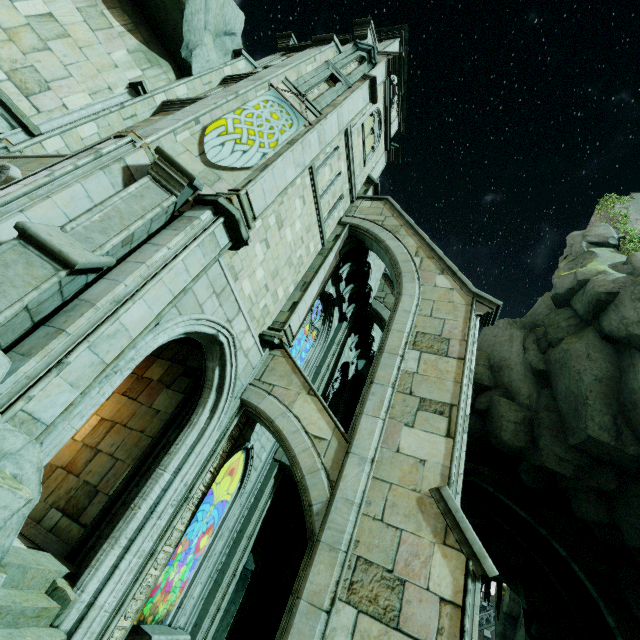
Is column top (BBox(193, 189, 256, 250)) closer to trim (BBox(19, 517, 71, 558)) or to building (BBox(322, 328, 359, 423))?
trim (BBox(19, 517, 71, 558))

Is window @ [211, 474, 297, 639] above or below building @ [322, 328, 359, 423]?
below

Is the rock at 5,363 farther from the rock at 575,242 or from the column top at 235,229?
the rock at 575,242

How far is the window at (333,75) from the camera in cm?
1045

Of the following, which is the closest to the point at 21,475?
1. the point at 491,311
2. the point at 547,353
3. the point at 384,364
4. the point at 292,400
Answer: the point at 292,400

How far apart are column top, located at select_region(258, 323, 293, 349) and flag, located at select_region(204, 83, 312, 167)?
4.3m

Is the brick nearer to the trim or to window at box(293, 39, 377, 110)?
the trim

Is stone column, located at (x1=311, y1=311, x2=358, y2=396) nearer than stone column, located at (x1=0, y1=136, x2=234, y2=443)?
No
